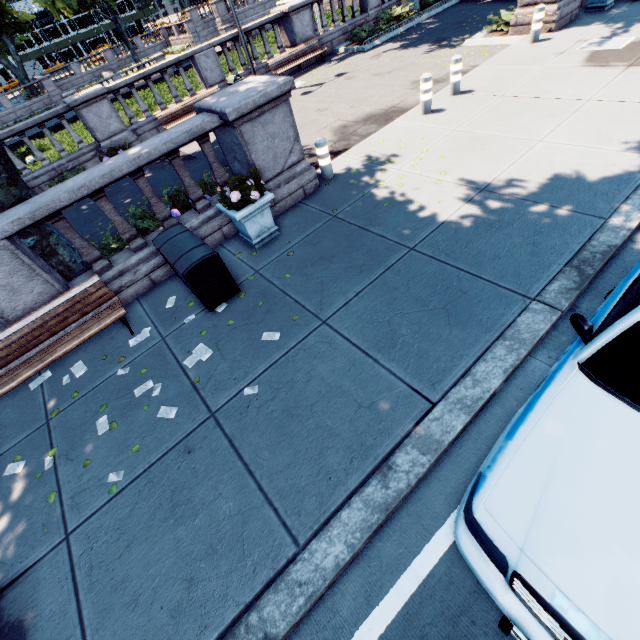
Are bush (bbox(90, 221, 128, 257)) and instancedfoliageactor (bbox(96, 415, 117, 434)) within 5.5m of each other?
yes

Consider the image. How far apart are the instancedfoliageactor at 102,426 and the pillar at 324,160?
6.2 meters

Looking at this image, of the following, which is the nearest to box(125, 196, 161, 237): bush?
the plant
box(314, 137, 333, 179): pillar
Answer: the plant

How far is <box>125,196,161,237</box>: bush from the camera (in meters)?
7.02

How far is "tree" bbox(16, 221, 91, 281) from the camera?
5.71m

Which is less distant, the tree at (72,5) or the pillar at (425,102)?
the pillar at (425,102)

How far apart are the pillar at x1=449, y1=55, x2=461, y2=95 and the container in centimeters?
797cm

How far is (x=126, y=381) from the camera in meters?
4.8
